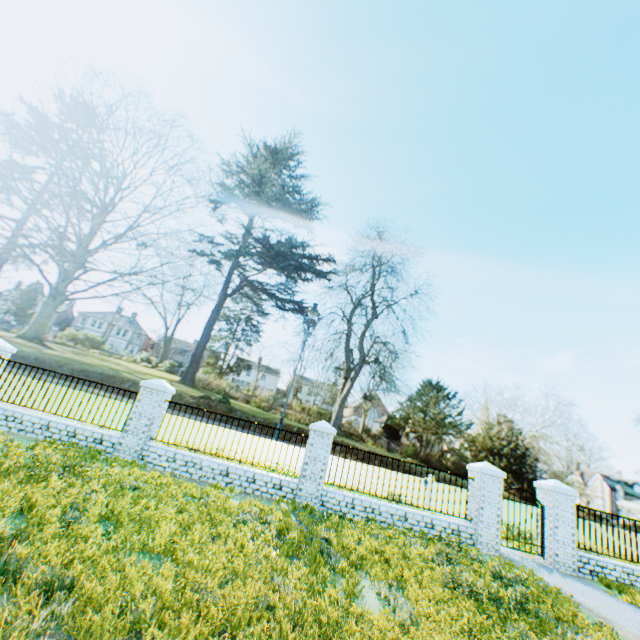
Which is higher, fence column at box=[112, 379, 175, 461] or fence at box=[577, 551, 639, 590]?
fence column at box=[112, 379, 175, 461]

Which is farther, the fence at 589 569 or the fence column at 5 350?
the fence column at 5 350

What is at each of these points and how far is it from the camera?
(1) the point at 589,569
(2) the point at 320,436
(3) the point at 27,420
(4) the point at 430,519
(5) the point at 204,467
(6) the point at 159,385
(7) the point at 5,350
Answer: (1) fence, 9.74m
(2) fence column, 10.24m
(3) fence, 9.75m
(4) fence, 9.82m
(5) fence, 9.75m
(6) fence column, 10.27m
(7) fence column, 10.59m

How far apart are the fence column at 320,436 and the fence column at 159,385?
4.74m

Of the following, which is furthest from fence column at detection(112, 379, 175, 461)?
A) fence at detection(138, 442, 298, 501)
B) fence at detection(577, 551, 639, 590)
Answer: fence at detection(577, 551, 639, 590)

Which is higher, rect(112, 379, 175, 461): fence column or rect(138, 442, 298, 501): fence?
rect(112, 379, 175, 461): fence column

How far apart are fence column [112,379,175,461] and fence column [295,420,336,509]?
4.7 meters

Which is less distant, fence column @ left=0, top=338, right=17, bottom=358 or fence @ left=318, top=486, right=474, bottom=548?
fence @ left=318, top=486, right=474, bottom=548
